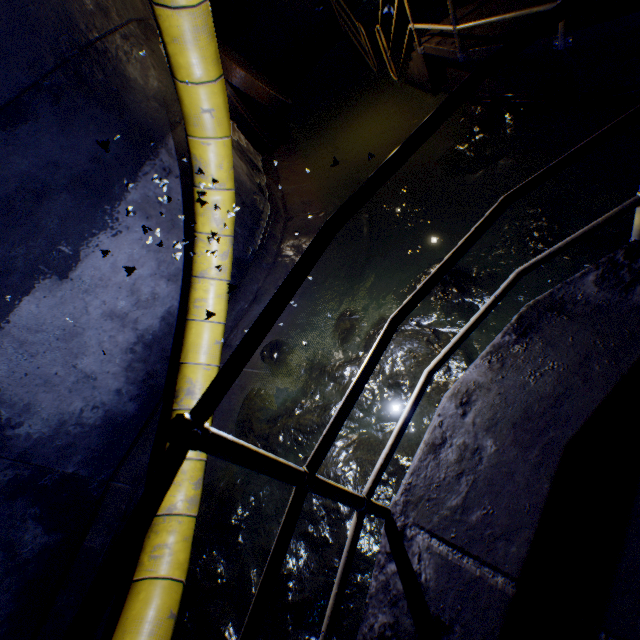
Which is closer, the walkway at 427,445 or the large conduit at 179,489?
the walkway at 427,445

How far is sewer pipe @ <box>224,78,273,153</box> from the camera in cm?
584

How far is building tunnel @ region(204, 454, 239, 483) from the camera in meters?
3.3

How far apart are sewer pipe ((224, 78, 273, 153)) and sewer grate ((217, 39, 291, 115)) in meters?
0.0

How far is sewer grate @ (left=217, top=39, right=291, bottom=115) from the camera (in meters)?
5.70

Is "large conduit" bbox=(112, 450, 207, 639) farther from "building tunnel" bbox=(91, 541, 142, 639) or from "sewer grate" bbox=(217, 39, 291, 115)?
"sewer grate" bbox=(217, 39, 291, 115)

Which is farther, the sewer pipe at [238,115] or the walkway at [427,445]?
the sewer pipe at [238,115]

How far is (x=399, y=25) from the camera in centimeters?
789cm
